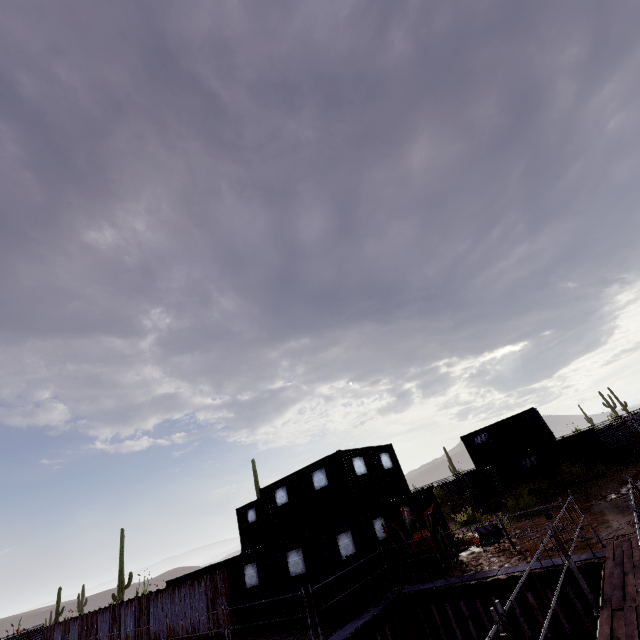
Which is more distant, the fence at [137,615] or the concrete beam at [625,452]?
the concrete beam at [625,452]

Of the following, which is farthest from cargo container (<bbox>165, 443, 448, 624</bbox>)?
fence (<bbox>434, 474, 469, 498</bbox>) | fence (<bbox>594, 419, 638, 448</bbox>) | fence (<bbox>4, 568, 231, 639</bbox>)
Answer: fence (<bbox>434, 474, 469, 498</bbox>)

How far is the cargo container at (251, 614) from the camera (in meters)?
11.57

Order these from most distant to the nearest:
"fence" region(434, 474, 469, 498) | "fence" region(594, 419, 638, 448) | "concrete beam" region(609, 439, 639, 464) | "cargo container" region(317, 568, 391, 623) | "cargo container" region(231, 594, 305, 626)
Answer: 1. "fence" region(434, 474, 469, 498)
2. "fence" region(594, 419, 638, 448)
3. "concrete beam" region(609, 439, 639, 464)
4. "cargo container" region(231, 594, 305, 626)
5. "cargo container" region(317, 568, 391, 623)

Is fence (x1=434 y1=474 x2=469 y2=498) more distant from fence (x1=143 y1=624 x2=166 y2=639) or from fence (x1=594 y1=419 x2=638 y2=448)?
fence (x1=143 y1=624 x2=166 y2=639)

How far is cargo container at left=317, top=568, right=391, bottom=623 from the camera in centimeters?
1055cm

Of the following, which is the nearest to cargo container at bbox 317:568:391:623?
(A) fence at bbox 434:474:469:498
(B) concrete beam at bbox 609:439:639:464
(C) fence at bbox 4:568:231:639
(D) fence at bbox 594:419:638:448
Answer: (C) fence at bbox 4:568:231:639

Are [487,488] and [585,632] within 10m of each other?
no
